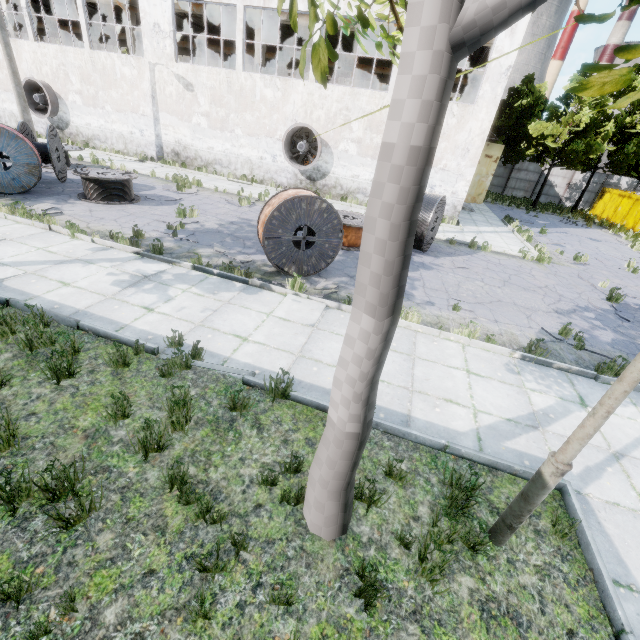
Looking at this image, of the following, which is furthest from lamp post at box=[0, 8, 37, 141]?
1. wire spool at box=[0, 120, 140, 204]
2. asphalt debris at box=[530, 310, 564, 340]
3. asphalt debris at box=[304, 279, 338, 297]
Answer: asphalt debris at box=[530, 310, 564, 340]

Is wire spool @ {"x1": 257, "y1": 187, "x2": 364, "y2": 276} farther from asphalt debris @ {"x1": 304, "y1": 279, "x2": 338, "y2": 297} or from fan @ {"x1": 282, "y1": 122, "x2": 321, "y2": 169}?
fan @ {"x1": 282, "y1": 122, "x2": 321, "y2": 169}

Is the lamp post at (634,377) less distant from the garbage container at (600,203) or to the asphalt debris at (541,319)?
the asphalt debris at (541,319)

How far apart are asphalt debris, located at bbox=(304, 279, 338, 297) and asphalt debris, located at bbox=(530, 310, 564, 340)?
5.1 meters

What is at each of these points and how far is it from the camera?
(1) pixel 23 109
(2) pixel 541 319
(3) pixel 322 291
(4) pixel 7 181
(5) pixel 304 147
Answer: (1) lamp post, 16.6m
(2) asphalt debris, 8.4m
(3) asphalt debris, 7.9m
(4) wire spool, 10.7m
(5) fan, 17.2m

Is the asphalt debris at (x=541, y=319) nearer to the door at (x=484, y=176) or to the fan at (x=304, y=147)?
the fan at (x=304, y=147)

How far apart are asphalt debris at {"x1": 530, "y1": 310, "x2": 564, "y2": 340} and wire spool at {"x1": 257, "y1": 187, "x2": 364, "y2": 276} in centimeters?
532cm

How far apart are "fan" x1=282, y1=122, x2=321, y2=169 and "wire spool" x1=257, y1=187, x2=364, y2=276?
10.18m
